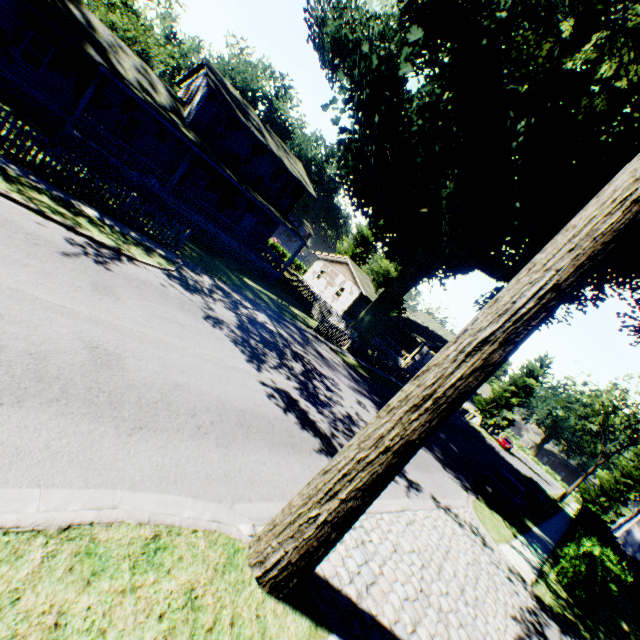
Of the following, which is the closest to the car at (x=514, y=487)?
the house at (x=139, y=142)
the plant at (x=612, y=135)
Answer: the plant at (x=612, y=135)

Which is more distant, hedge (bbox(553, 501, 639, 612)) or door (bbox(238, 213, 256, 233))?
door (bbox(238, 213, 256, 233))

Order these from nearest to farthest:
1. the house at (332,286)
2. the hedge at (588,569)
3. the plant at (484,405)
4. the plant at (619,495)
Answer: the hedge at (588,569) < the plant at (619,495) < the house at (332,286) < the plant at (484,405)

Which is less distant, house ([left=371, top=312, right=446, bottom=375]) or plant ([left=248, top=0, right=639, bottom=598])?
plant ([left=248, top=0, right=639, bottom=598])

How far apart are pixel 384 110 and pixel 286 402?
13.8m

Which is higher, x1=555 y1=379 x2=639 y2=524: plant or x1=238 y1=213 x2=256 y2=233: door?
x1=555 y1=379 x2=639 y2=524: plant

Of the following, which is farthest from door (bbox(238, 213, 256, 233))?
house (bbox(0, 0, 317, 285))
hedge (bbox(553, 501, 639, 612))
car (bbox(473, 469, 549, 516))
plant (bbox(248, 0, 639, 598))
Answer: hedge (bbox(553, 501, 639, 612))

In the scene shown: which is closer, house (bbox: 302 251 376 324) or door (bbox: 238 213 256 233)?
door (bbox: 238 213 256 233)
